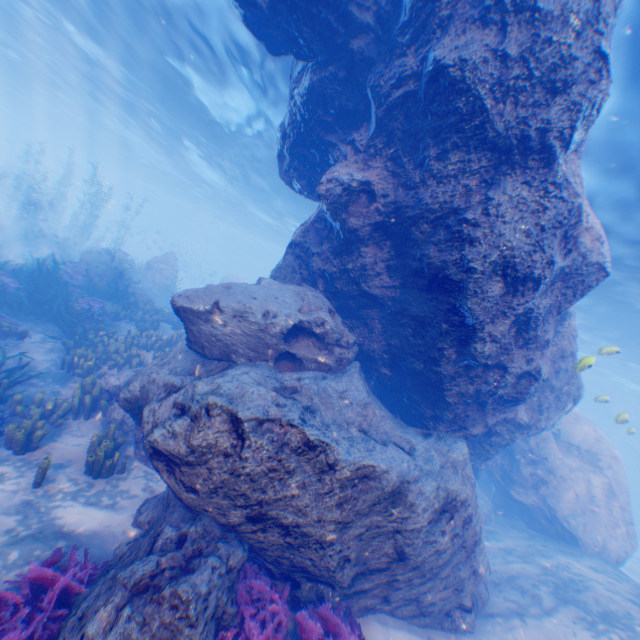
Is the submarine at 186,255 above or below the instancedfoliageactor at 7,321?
above

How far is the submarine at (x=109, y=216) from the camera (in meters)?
41.53

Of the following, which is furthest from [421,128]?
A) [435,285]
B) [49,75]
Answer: [49,75]

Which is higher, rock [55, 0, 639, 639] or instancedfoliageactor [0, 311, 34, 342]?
rock [55, 0, 639, 639]

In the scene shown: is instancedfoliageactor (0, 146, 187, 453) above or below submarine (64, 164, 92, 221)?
below

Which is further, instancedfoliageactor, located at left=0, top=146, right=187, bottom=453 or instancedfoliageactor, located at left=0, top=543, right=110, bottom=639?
instancedfoliageactor, located at left=0, top=146, right=187, bottom=453

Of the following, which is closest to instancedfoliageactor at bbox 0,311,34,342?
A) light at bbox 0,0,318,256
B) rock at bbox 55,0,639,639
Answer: rock at bbox 55,0,639,639

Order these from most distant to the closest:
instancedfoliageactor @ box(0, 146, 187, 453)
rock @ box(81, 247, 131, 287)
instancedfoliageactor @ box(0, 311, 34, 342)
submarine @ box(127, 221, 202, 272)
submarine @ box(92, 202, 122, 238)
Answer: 1. submarine @ box(92, 202, 122, 238)
2. submarine @ box(127, 221, 202, 272)
3. rock @ box(81, 247, 131, 287)
4. instancedfoliageactor @ box(0, 311, 34, 342)
5. instancedfoliageactor @ box(0, 146, 187, 453)
